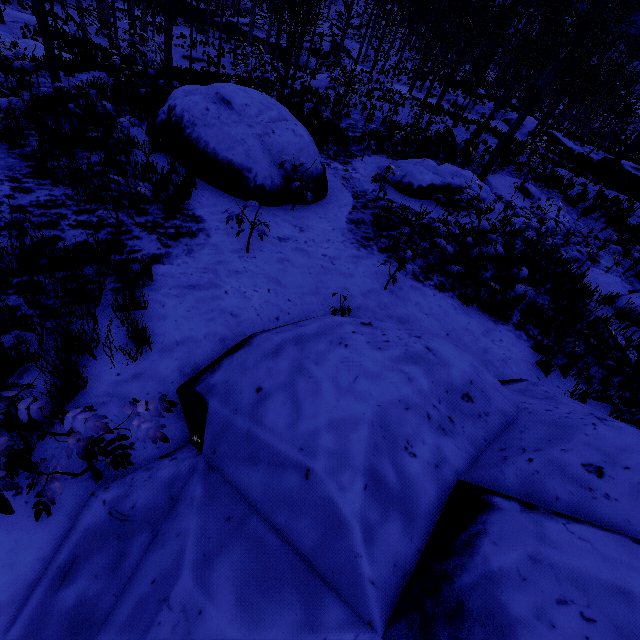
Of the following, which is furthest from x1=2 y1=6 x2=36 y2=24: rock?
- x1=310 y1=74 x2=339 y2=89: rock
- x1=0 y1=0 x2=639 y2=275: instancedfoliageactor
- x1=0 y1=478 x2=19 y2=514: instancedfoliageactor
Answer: x1=0 y1=478 x2=19 y2=514: instancedfoliageactor

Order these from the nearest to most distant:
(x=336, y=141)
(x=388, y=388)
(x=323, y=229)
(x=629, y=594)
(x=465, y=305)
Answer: (x=629, y=594) < (x=388, y=388) < (x=465, y=305) < (x=323, y=229) < (x=336, y=141)

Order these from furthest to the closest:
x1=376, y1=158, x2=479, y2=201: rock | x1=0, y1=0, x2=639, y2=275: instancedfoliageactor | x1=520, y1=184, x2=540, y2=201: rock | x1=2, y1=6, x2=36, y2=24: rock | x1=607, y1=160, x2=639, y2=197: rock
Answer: x1=2, y1=6, x2=36, y2=24: rock, x1=607, y1=160, x2=639, y2=197: rock, x1=520, y1=184, x2=540, y2=201: rock, x1=376, y1=158, x2=479, y2=201: rock, x1=0, y1=0, x2=639, y2=275: instancedfoliageactor

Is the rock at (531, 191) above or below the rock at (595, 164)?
below

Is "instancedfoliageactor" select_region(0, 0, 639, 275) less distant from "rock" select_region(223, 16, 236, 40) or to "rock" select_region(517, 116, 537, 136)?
Result: "rock" select_region(517, 116, 537, 136)

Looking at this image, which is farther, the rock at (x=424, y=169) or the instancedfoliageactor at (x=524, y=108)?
the rock at (x=424, y=169)

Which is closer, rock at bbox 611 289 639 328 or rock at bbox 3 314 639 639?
rock at bbox 3 314 639 639

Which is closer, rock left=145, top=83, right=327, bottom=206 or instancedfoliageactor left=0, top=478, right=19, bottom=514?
instancedfoliageactor left=0, top=478, right=19, bottom=514
